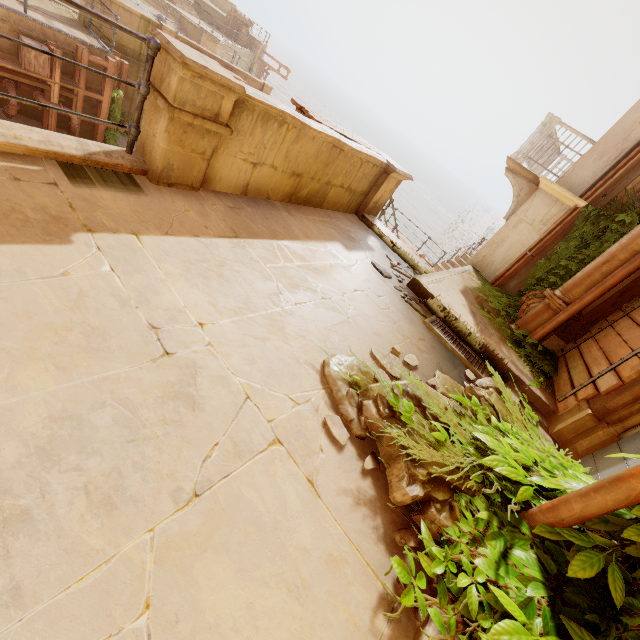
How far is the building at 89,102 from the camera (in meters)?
10.37

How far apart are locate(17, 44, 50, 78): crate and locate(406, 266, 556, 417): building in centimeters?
1136cm

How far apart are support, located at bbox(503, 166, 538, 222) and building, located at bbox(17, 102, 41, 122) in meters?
13.1 m

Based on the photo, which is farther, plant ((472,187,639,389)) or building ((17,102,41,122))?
building ((17,102,41,122))

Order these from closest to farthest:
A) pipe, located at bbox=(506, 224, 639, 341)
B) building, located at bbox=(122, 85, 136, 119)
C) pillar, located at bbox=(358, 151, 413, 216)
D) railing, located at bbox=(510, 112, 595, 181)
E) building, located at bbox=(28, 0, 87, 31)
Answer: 1. pipe, located at bbox=(506, 224, 639, 341)
2. pillar, located at bbox=(358, 151, 413, 216)
3. railing, located at bbox=(510, 112, 595, 181)
4. building, located at bbox=(28, 0, 87, 31)
5. building, located at bbox=(122, 85, 136, 119)

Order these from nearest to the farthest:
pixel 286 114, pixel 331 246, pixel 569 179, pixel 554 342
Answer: pixel 286 114, pixel 331 246, pixel 554 342, pixel 569 179

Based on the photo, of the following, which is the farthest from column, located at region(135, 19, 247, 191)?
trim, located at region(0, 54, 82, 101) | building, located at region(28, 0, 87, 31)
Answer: building, located at region(28, 0, 87, 31)

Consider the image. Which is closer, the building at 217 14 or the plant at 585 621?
the plant at 585 621
